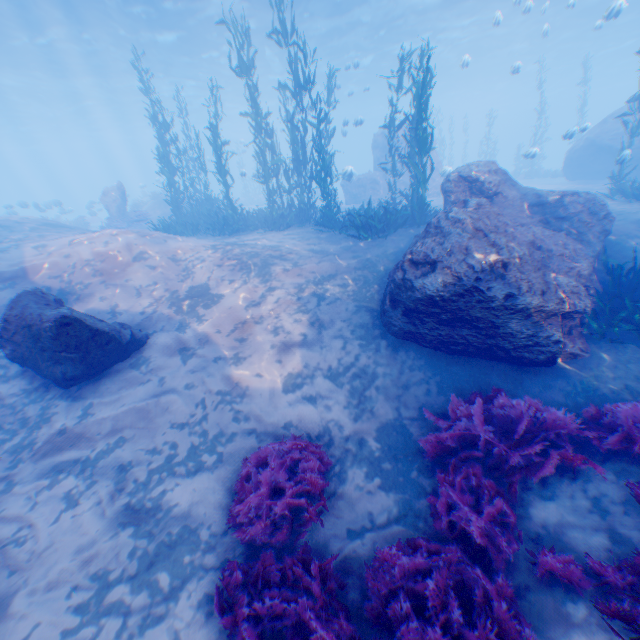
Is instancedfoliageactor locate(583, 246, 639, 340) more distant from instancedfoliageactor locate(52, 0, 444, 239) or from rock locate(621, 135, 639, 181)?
instancedfoliageactor locate(52, 0, 444, 239)

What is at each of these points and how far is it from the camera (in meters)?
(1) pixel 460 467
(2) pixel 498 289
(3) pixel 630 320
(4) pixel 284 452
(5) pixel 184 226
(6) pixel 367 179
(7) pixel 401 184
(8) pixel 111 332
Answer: (1) instancedfoliageactor, 4.31
(2) rock, 5.18
(3) instancedfoliageactor, 6.07
(4) instancedfoliageactor, 4.56
(5) instancedfoliageactor, 14.97
(6) rock, 21.02
(7) rock, 20.62
(8) rock, 5.70

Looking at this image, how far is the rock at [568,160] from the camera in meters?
16.6 m

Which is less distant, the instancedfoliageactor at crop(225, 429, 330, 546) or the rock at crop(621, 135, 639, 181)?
the instancedfoliageactor at crop(225, 429, 330, 546)

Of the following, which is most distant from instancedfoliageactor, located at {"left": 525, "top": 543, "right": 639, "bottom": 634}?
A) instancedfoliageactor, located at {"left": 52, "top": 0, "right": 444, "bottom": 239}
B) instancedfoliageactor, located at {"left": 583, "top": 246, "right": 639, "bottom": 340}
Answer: instancedfoliageactor, located at {"left": 52, "top": 0, "right": 444, "bottom": 239}

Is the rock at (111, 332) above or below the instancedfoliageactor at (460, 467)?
above

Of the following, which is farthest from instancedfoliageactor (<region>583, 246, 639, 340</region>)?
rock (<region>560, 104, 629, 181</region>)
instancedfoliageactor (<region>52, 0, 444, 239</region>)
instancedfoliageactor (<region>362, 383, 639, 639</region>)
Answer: instancedfoliageactor (<region>52, 0, 444, 239</region>)

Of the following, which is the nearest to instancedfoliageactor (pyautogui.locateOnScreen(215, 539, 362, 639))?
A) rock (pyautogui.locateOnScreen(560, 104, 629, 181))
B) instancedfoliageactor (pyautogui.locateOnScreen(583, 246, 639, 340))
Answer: rock (pyautogui.locateOnScreen(560, 104, 629, 181))
